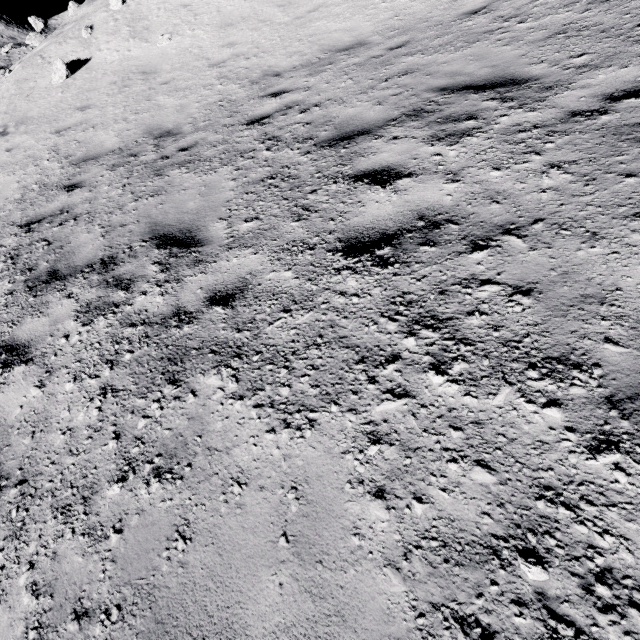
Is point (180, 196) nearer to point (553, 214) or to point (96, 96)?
point (553, 214)

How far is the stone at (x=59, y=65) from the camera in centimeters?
972cm

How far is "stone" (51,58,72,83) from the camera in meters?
9.7
